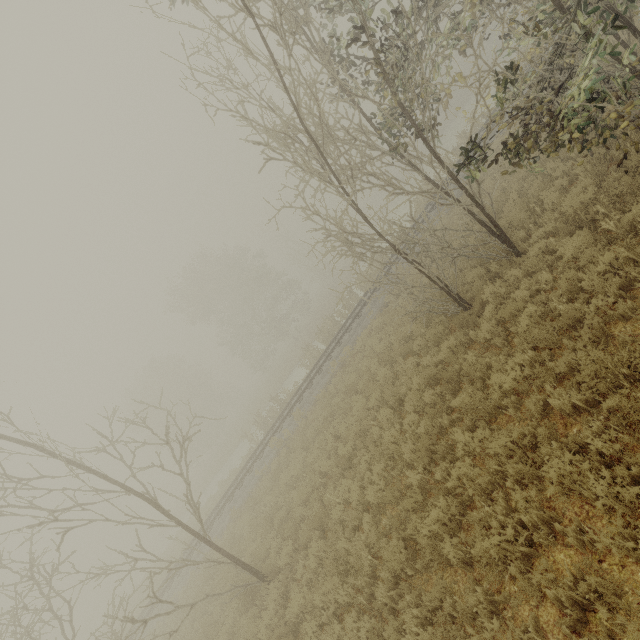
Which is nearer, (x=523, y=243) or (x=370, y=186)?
(x=370, y=186)

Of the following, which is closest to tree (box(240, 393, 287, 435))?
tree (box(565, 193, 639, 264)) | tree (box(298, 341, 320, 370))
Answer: tree (box(565, 193, 639, 264))

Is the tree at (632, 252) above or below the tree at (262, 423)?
below

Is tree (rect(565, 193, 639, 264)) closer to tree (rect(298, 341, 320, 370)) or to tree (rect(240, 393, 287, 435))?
tree (rect(240, 393, 287, 435))

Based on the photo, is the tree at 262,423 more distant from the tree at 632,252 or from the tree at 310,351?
the tree at 310,351
